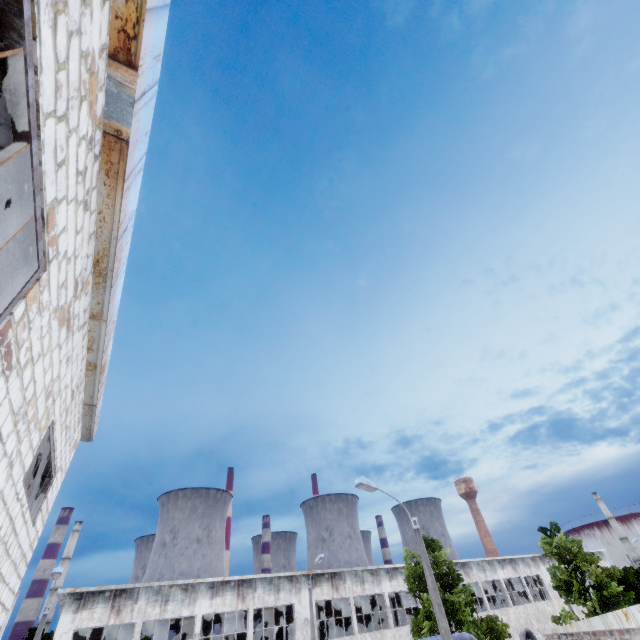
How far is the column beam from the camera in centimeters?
746cm

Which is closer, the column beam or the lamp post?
the column beam

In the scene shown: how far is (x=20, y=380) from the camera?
3.8 meters

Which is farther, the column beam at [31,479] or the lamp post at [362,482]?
the lamp post at [362,482]

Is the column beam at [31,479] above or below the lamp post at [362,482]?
below

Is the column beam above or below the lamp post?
below
